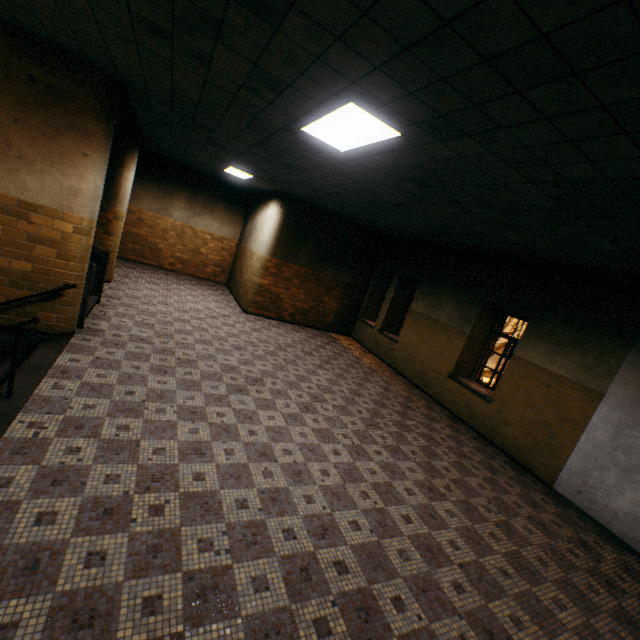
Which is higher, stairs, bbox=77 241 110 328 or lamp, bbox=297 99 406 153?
lamp, bbox=297 99 406 153

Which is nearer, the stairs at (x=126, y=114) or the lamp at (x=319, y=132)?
the lamp at (x=319, y=132)

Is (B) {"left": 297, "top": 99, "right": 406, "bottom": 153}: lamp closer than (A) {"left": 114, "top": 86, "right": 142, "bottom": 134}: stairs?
Yes

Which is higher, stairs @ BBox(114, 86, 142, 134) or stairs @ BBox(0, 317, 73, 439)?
stairs @ BBox(114, 86, 142, 134)

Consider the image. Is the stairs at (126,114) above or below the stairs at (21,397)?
above

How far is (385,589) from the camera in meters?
2.9 m

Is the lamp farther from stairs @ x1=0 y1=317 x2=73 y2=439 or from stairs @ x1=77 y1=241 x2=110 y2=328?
stairs @ x1=0 y1=317 x2=73 y2=439
